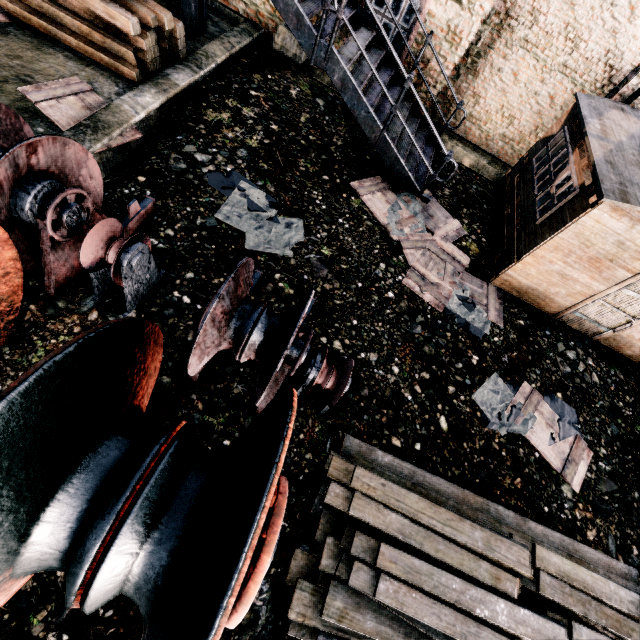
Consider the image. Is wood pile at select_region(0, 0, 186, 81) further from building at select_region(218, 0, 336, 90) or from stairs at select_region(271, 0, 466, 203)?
building at select_region(218, 0, 336, 90)

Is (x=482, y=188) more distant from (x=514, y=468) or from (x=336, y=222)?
(x=514, y=468)

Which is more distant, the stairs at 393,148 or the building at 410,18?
the building at 410,18

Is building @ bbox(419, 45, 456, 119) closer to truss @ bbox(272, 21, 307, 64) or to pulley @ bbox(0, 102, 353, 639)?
truss @ bbox(272, 21, 307, 64)

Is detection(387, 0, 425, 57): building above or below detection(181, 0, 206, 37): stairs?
above

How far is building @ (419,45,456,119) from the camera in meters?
9.1

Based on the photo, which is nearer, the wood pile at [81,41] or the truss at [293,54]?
the wood pile at [81,41]

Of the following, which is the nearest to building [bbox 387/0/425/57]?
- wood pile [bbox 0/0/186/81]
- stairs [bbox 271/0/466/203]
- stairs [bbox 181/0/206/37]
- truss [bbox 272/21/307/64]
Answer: truss [bbox 272/21/307/64]
